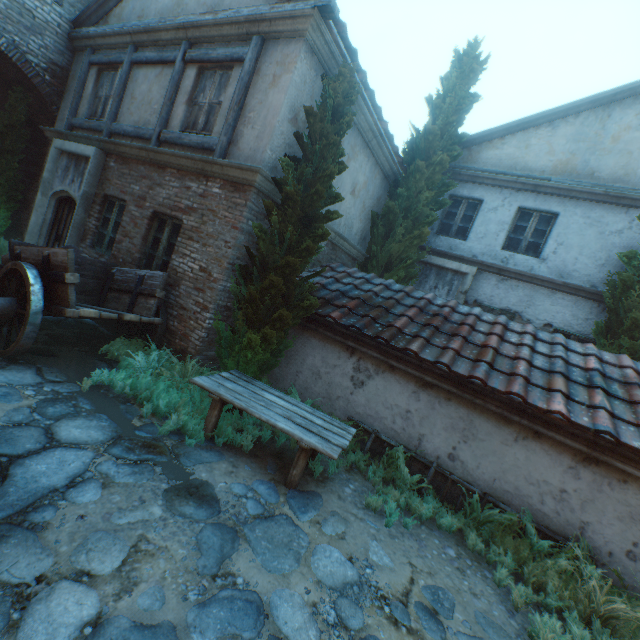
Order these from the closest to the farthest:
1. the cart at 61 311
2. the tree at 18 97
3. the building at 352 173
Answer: the cart at 61 311, the building at 352 173, the tree at 18 97

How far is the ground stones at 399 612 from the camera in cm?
285

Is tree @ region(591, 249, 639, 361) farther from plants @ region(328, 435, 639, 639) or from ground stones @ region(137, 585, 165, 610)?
ground stones @ region(137, 585, 165, 610)

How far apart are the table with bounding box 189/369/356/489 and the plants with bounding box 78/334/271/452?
0.0m

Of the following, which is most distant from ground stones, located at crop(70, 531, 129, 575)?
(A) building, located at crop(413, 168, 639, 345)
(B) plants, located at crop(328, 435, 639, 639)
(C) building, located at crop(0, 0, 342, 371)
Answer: (A) building, located at crop(413, 168, 639, 345)

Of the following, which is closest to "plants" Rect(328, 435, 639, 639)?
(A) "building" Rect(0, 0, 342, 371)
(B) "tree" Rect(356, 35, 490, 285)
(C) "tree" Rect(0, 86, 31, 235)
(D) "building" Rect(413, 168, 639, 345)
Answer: (B) "tree" Rect(356, 35, 490, 285)

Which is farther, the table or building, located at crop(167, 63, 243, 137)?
building, located at crop(167, 63, 243, 137)

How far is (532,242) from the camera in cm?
919
